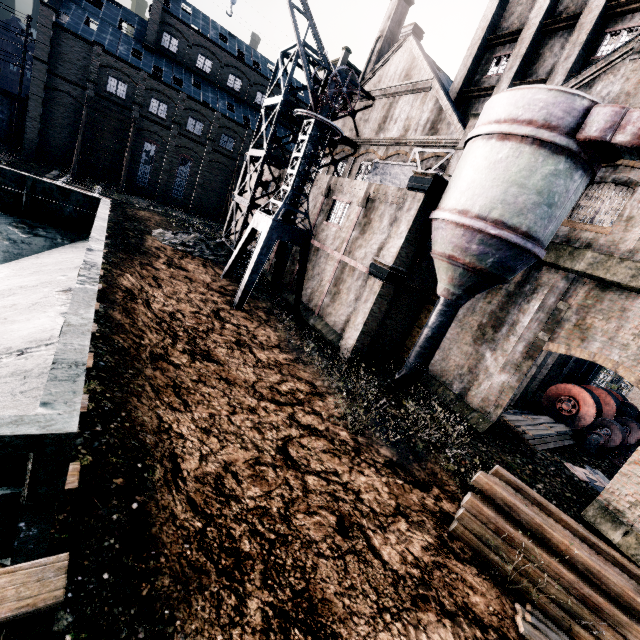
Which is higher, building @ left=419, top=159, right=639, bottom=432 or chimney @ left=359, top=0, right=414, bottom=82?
chimney @ left=359, top=0, right=414, bottom=82

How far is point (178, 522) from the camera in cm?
679

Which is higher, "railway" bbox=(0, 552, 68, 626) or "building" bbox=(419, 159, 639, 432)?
"building" bbox=(419, 159, 639, 432)

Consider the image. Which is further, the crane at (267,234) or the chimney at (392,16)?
the chimney at (392,16)

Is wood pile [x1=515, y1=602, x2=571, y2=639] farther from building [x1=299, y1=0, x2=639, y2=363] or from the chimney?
the chimney

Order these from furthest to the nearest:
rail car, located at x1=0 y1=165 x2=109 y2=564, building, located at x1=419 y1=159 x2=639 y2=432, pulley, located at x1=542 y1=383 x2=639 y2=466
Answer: pulley, located at x1=542 y1=383 x2=639 y2=466 < building, located at x1=419 y1=159 x2=639 y2=432 < rail car, located at x1=0 y1=165 x2=109 y2=564

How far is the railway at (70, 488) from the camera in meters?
5.7

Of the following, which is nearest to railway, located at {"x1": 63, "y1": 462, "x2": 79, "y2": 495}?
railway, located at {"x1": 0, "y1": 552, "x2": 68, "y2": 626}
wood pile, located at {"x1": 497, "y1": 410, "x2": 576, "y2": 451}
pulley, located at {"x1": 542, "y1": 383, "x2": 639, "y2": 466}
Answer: railway, located at {"x1": 0, "y1": 552, "x2": 68, "y2": 626}
